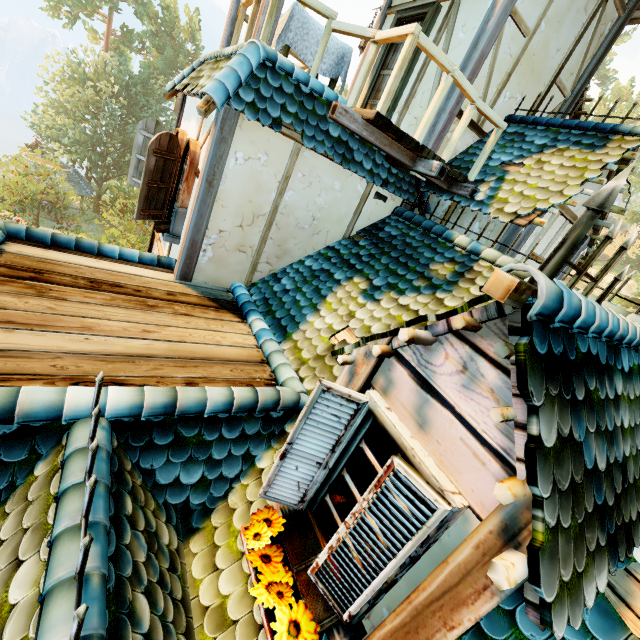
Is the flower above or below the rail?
below

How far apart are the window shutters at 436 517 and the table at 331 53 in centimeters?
569cm

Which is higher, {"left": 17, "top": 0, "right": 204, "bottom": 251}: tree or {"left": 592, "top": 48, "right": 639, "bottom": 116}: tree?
{"left": 592, "top": 48, "right": 639, "bottom": 116}: tree

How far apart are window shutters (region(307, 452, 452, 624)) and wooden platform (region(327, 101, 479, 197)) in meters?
3.9 m

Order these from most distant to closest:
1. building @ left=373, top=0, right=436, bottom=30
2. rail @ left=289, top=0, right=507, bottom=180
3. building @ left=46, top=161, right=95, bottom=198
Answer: building @ left=46, top=161, right=95, bottom=198 → building @ left=373, top=0, right=436, bottom=30 → rail @ left=289, top=0, right=507, bottom=180

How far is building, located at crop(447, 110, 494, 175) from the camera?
Answer: 5.8 meters

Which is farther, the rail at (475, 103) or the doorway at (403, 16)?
the doorway at (403, 16)

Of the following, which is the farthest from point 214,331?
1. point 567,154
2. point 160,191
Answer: point 567,154
